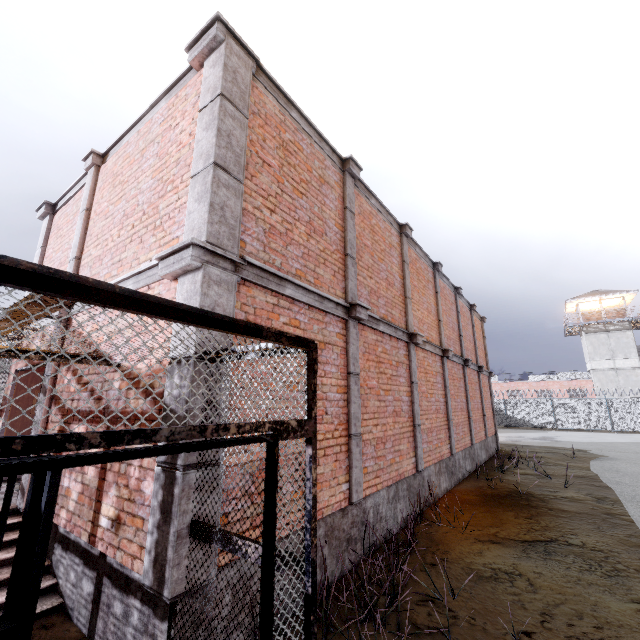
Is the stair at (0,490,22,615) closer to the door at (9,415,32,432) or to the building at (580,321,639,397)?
the door at (9,415,32,432)

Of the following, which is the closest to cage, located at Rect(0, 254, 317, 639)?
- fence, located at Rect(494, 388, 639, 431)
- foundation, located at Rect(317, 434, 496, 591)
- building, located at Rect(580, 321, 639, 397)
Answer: foundation, located at Rect(317, 434, 496, 591)

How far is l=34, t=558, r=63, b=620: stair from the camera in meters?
3.7 m

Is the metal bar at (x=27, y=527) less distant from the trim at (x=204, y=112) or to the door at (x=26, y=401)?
the trim at (x=204, y=112)

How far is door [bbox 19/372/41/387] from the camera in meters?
6.9 m

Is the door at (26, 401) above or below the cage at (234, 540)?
above

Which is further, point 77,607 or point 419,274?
point 419,274

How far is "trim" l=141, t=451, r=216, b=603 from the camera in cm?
267
